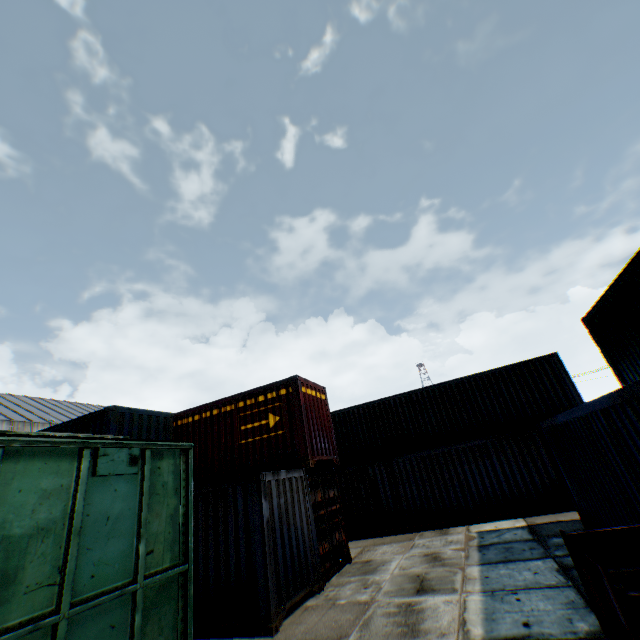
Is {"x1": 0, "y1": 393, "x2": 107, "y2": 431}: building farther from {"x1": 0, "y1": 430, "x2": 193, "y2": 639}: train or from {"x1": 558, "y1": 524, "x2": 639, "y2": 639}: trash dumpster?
{"x1": 558, "y1": 524, "x2": 639, "y2": 639}: trash dumpster

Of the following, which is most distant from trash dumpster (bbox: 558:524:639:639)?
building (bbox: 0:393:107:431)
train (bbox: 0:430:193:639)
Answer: building (bbox: 0:393:107:431)

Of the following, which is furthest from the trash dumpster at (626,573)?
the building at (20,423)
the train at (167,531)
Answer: the building at (20,423)

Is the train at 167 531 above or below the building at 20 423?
below

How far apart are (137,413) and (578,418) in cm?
1298
